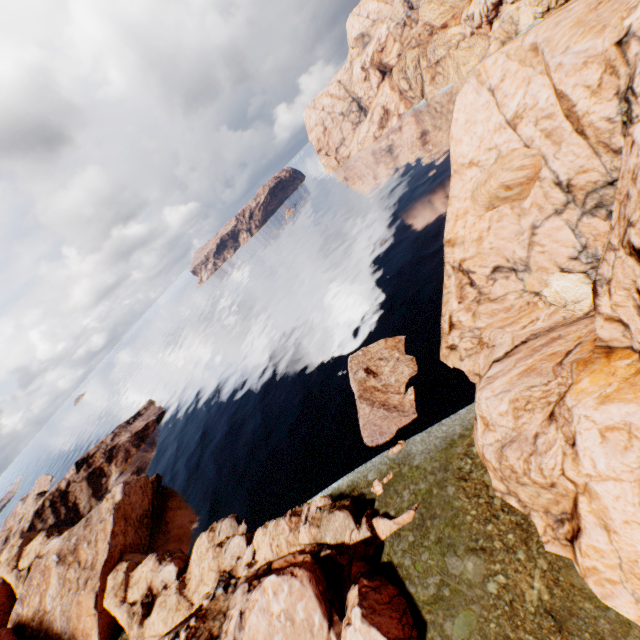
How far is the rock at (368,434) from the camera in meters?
32.8

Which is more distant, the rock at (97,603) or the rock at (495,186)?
the rock at (97,603)

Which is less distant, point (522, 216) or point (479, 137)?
point (522, 216)

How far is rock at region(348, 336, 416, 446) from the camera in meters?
32.8

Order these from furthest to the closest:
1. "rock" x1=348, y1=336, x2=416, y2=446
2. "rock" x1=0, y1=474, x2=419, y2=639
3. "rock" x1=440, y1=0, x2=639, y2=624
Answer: "rock" x1=348, y1=336, x2=416, y2=446 < "rock" x1=0, y1=474, x2=419, y2=639 < "rock" x1=440, y1=0, x2=639, y2=624

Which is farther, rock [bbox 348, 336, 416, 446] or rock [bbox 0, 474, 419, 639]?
rock [bbox 348, 336, 416, 446]
